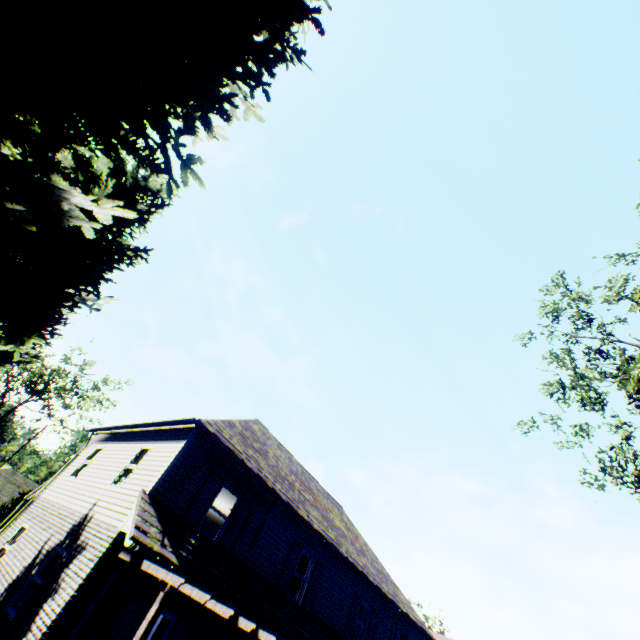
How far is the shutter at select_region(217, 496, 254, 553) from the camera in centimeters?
1092cm

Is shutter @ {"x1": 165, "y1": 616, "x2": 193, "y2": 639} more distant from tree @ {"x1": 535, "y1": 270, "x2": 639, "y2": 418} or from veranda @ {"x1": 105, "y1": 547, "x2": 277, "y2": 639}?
tree @ {"x1": 535, "y1": 270, "x2": 639, "y2": 418}

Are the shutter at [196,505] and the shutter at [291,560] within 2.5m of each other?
no

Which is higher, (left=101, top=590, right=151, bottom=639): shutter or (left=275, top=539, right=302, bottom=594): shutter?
(left=275, top=539, right=302, bottom=594): shutter

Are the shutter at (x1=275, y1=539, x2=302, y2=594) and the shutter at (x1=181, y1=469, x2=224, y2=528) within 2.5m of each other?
no

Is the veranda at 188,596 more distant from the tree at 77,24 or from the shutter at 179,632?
the tree at 77,24

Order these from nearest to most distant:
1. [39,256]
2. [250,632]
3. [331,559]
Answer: [39,256] → [250,632] → [331,559]

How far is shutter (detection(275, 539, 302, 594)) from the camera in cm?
1216
